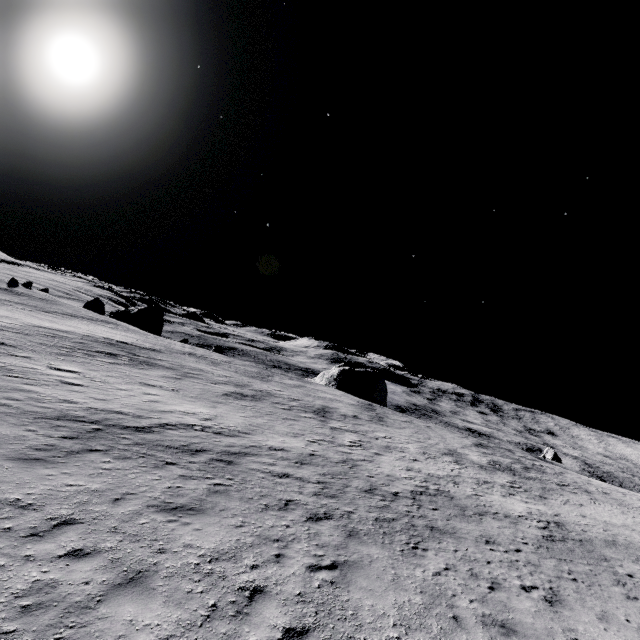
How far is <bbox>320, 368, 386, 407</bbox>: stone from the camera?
55.84m

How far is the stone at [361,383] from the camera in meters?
55.8

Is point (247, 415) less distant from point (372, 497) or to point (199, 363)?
point (372, 497)
